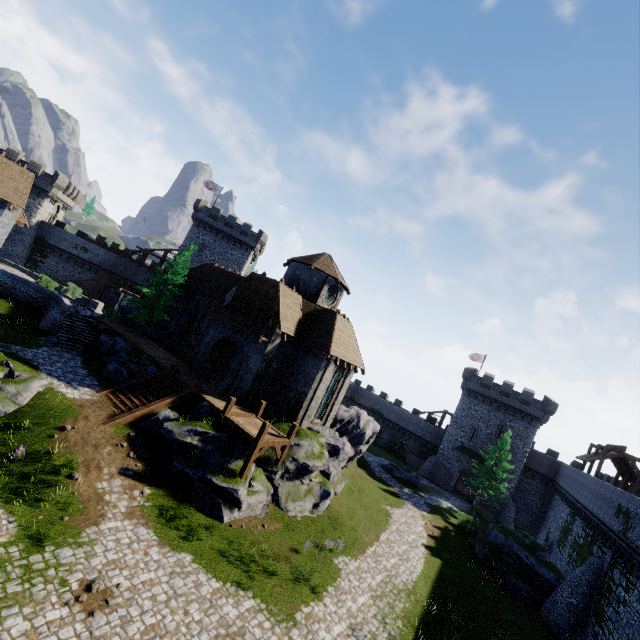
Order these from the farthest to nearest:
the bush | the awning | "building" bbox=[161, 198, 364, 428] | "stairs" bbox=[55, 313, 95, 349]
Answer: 1. the bush
2. "stairs" bbox=[55, 313, 95, 349]
3. "building" bbox=[161, 198, 364, 428]
4. the awning

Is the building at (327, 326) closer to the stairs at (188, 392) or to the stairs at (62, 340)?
the stairs at (188, 392)

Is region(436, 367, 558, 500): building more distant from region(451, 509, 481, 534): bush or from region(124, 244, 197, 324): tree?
region(124, 244, 197, 324): tree

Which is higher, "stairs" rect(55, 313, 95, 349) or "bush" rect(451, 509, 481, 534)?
"stairs" rect(55, 313, 95, 349)

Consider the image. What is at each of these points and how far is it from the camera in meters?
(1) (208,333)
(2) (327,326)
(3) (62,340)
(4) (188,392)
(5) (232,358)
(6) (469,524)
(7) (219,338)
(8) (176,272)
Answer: (1) building, 25.4
(2) building, 24.7
(3) stairs, 23.5
(4) stairs, 20.0
(5) building, 27.5
(6) bush, 31.6
(7) double door, 24.3
(8) tree, 30.0

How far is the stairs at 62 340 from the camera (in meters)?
23.58

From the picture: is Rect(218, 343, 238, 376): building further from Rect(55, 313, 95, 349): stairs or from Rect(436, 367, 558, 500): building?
Rect(436, 367, 558, 500): building

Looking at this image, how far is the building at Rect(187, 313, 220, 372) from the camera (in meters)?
25.02
